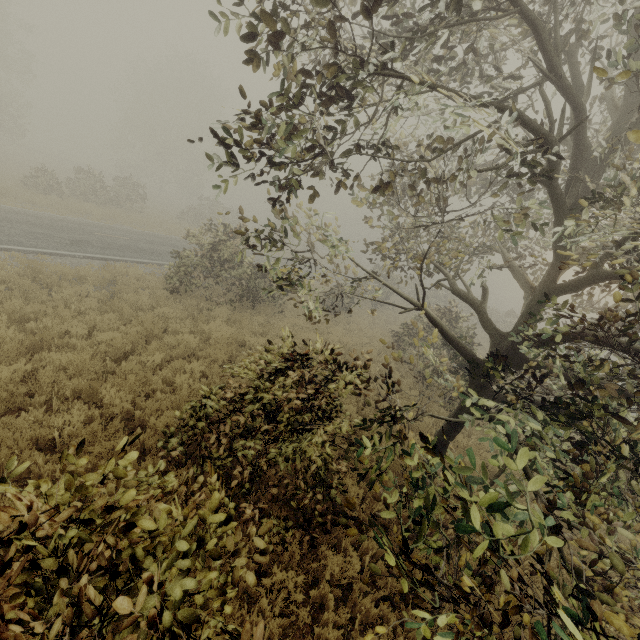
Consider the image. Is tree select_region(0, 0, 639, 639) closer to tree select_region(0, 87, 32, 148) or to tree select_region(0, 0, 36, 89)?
tree select_region(0, 0, 36, 89)

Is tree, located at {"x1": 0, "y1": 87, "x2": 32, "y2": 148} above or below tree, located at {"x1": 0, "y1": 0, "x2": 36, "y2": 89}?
below

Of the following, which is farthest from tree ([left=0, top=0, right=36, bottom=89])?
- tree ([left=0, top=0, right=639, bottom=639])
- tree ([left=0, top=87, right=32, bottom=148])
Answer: tree ([left=0, top=0, right=639, bottom=639])

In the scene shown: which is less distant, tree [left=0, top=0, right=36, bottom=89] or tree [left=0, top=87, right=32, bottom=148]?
tree [left=0, top=0, right=36, bottom=89]

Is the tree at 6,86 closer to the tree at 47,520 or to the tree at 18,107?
the tree at 18,107

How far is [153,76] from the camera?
39.44m

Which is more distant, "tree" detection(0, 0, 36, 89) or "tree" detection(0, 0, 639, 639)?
"tree" detection(0, 0, 36, 89)

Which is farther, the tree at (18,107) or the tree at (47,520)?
the tree at (18,107)
